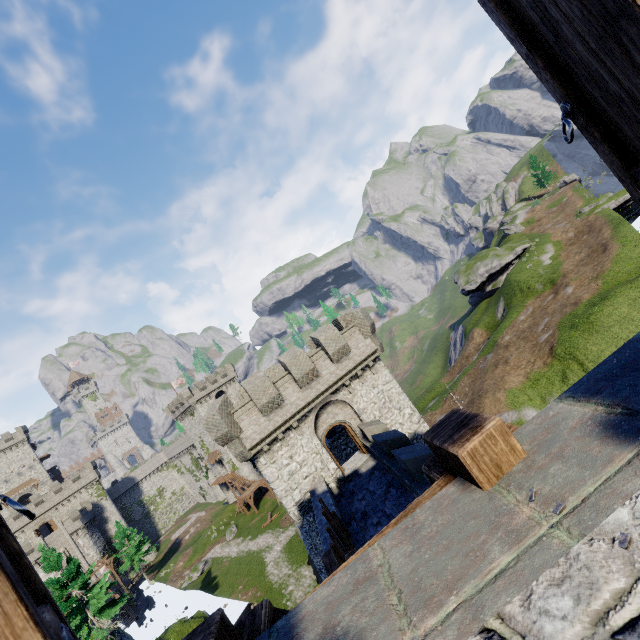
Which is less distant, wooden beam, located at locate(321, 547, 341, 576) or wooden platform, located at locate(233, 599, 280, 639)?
wooden platform, located at locate(233, 599, 280, 639)

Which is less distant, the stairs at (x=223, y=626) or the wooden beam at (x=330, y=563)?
the stairs at (x=223, y=626)

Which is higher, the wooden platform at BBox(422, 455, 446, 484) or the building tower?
the building tower

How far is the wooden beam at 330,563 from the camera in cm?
615

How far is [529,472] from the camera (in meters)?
1.21

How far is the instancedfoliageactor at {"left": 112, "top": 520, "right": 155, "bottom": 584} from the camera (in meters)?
50.66

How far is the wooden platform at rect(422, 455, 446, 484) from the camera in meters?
1.7 m

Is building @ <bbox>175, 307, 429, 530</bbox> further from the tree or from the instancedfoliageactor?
the instancedfoliageactor
